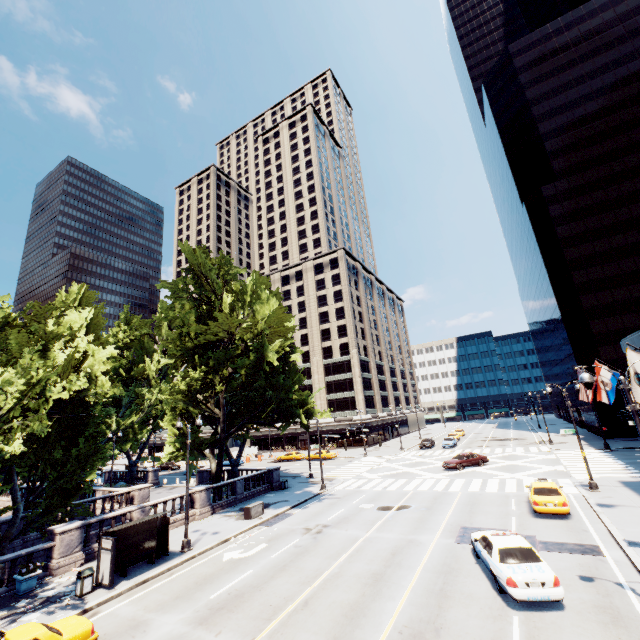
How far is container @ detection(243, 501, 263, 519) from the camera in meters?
23.4 m

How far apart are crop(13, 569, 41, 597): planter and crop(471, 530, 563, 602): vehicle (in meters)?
20.46

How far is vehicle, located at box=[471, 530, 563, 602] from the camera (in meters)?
10.63

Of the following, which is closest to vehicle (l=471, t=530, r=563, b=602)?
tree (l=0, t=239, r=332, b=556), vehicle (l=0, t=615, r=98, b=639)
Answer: tree (l=0, t=239, r=332, b=556)

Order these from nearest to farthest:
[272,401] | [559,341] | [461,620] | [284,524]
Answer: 1. [461,620]
2. [284,524]
3. [272,401]
4. [559,341]

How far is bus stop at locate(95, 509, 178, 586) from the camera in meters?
15.2 m

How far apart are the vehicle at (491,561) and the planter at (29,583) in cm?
2046

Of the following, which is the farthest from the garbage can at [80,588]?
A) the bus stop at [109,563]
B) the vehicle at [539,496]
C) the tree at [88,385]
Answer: the vehicle at [539,496]
